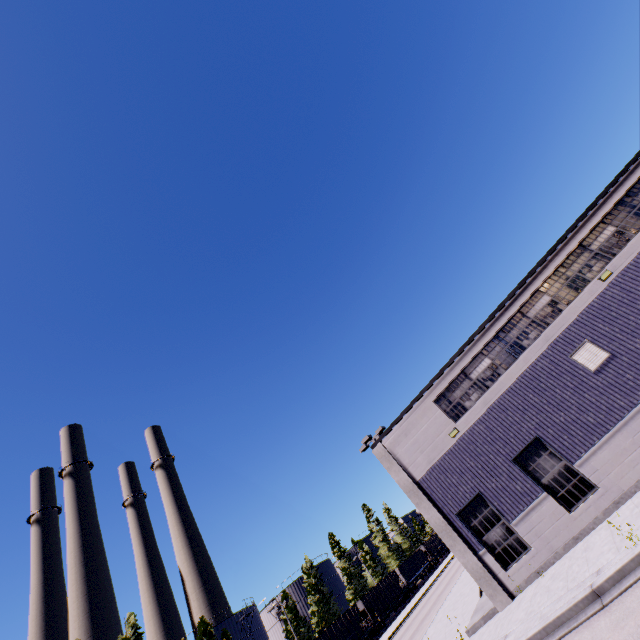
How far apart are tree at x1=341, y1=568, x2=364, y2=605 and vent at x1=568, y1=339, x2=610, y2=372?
63.6m

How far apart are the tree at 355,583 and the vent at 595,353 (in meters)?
63.64

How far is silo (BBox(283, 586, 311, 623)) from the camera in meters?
57.2 m

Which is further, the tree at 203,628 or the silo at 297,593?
the silo at 297,593

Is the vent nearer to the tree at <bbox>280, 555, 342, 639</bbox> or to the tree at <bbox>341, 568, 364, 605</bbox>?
the tree at <bbox>280, 555, 342, 639</bbox>

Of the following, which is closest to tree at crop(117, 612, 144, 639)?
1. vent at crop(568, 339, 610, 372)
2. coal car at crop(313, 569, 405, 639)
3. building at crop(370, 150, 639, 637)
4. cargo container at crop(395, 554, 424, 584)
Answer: coal car at crop(313, 569, 405, 639)

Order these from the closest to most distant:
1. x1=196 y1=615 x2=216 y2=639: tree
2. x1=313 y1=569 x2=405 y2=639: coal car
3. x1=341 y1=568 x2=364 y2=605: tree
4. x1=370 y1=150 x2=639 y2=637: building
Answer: x1=370 y1=150 x2=639 y2=637: building → x1=313 y1=569 x2=405 y2=639: coal car → x1=196 y1=615 x2=216 y2=639: tree → x1=341 y1=568 x2=364 y2=605: tree

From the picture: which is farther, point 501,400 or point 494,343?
point 494,343
